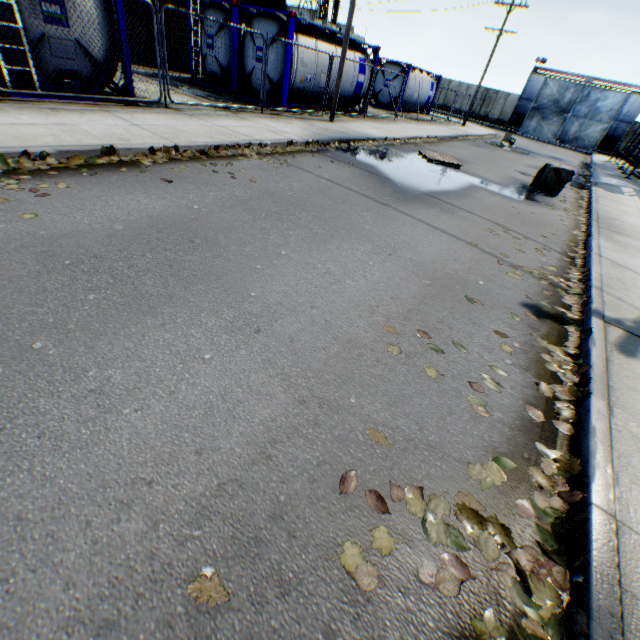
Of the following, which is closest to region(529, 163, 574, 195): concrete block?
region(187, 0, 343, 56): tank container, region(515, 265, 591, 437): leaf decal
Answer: region(515, 265, 591, 437): leaf decal

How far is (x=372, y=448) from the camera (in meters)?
2.24

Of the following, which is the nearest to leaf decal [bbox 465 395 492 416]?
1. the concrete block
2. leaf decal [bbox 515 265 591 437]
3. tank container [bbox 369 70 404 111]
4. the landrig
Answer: leaf decal [bbox 515 265 591 437]

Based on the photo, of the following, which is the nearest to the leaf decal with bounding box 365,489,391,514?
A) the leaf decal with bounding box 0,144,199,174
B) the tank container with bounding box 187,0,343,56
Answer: the leaf decal with bounding box 0,144,199,174

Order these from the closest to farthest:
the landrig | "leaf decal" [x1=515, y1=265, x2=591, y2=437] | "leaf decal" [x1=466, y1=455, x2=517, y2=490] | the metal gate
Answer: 1. "leaf decal" [x1=466, y1=455, x2=517, y2=490]
2. "leaf decal" [x1=515, y1=265, x2=591, y2=437]
3. the metal gate
4. the landrig

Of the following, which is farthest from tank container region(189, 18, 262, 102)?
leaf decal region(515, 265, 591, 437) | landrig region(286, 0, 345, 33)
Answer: landrig region(286, 0, 345, 33)

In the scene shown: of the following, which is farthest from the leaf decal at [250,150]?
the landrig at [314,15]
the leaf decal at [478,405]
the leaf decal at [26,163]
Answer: the landrig at [314,15]

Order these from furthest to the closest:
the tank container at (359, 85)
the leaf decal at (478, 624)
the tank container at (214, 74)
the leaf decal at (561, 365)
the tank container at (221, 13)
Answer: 1. the tank container at (359, 85)
2. the tank container at (214, 74)
3. the tank container at (221, 13)
4. the leaf decal at (561, 365)
5. the leaf decal at (478, 624)
